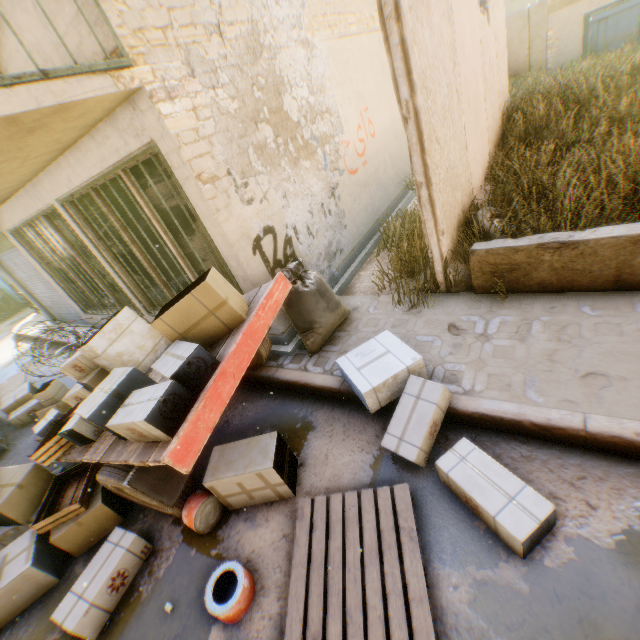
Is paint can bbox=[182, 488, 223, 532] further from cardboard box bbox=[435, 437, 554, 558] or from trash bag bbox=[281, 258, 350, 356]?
trash bag bbox=[281, 258, 350, 356]

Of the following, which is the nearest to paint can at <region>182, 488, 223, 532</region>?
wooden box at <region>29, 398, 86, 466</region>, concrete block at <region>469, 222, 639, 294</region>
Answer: wooden box at <region>29, 398, 86, 466</region>

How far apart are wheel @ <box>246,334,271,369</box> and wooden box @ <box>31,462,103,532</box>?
1.85m

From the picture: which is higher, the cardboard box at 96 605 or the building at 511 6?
the building at 511 6

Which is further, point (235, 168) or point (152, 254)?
point (152, 254)

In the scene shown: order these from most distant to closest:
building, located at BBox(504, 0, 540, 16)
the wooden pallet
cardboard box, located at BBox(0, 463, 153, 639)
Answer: building, located at BBox(504, 0, 540, 16)
cardboard box, located at BBox(0, 463, 153, 639)
the wooden pallet

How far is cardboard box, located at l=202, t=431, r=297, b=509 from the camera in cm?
293

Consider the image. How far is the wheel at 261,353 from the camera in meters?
4.3
